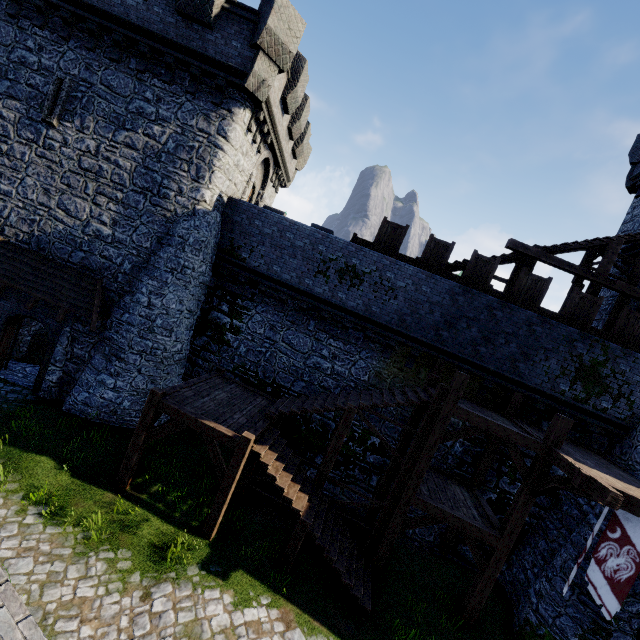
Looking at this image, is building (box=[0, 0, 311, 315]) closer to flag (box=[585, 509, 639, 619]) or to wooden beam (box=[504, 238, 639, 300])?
wooden beam (box=[504, 238, 639, 300])

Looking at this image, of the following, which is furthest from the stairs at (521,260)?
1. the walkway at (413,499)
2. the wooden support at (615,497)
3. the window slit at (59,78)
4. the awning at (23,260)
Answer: the window slit at (59,78)

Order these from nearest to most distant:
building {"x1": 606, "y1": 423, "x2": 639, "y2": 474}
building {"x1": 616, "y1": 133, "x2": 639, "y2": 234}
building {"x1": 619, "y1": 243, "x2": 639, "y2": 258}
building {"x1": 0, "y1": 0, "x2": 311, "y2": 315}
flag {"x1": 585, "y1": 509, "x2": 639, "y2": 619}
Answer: flag {"x1": 585, "y1": 509, "x2": 639, "y2": 619} < building {"x1": 606, "y1": 423, "x2": 639, "y2": 474} < building {"x1": 0, "y1": 0, "x2": 311, "y2": 315} < building {"x1": 619, "y1": 243, "x2": 639, "y2": 258} < building {"x1": 616, "y1": 133, "x2": 639, "y2": 234}

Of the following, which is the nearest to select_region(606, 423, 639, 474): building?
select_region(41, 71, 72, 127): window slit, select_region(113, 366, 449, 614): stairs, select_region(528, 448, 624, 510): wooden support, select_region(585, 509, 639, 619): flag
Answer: select_region(585, 509, 639, 619): flag

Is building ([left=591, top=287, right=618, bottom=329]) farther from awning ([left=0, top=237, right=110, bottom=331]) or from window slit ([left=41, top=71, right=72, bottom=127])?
window slit ([left=41, top=71, right=72, bottom=127])

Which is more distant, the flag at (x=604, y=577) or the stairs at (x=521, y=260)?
the stairs at (x=521, y=260)

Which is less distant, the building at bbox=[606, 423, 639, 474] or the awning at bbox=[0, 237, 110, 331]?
the building at bbox=[606, 423, 639, 474]

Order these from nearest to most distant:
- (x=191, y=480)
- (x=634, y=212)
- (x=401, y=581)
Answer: (x=401, y=581)
(x=191, y=480)
(x=634, y=212)
